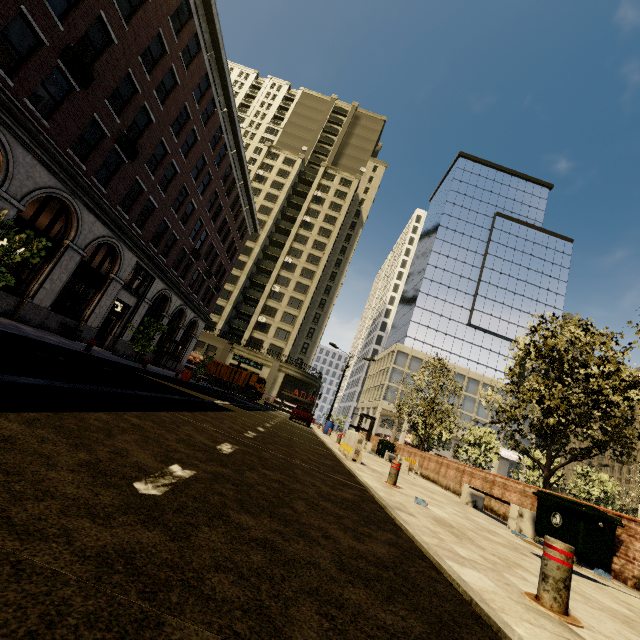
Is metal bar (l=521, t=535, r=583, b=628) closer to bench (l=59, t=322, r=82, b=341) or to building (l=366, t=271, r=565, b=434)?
building (l=366, t=271, r=565, b=434)

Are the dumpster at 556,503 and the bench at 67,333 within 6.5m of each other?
no

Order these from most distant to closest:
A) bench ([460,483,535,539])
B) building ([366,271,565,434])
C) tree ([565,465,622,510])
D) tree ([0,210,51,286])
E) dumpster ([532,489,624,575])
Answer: building ([366,271,565,434]), tree ([565,465,622,510]), tree ([0,210,51,286]), bench ([460,483,535,539]), dumpster ([532,489,624,575])

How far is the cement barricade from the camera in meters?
10.0 m

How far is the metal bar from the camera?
2.76m

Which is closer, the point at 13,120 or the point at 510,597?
the point at 510,597

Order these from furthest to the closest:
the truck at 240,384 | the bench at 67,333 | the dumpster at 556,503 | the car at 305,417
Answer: the truck at 240,384 → the car at 305,417 → the bench at 67,333 → the dumpster at 556,503

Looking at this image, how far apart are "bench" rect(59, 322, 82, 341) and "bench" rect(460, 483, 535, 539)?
19.2m
